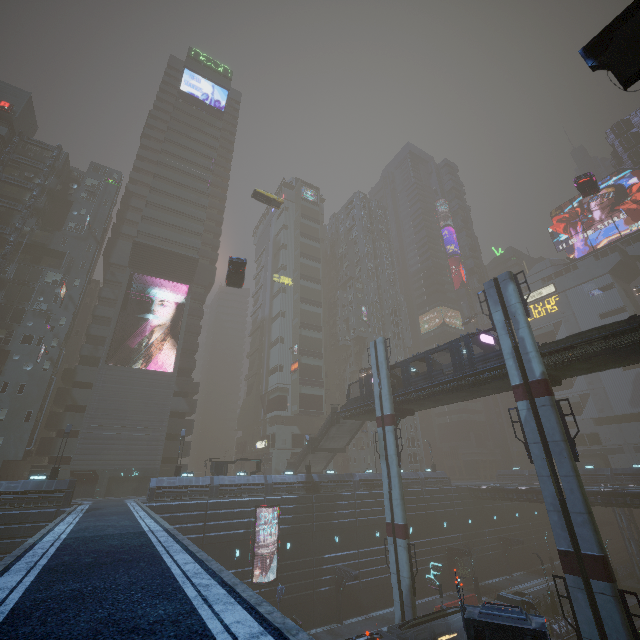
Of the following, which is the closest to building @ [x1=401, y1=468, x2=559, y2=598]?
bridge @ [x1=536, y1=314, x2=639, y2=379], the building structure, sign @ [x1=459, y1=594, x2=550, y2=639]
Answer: sign @ [x1=459, y1=594, x2=550, y2=639]

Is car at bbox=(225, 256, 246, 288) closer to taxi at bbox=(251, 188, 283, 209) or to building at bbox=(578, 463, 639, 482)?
building at bbox=(578, 463, 639, 482)

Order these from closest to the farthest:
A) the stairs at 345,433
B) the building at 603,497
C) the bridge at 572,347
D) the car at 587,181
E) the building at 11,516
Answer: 1. the bridge at 572,347
2. the building at 11,516
3. the building at 603,497
4. the car at 587,181
5. the stairs at 345,433

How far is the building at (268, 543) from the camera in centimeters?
3190cm

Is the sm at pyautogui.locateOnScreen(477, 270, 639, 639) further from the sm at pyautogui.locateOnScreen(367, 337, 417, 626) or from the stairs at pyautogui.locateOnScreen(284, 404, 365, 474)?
the stairs at pyautogui.locateOnScreen(284, 404, 365, 474)

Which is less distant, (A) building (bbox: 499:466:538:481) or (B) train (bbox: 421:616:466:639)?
(B) train (bbox: 421:616:466:639)

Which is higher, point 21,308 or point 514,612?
point 21,308

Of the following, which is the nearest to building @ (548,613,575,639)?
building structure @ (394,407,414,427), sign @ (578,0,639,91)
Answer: sign @ (578,0,639,91)
